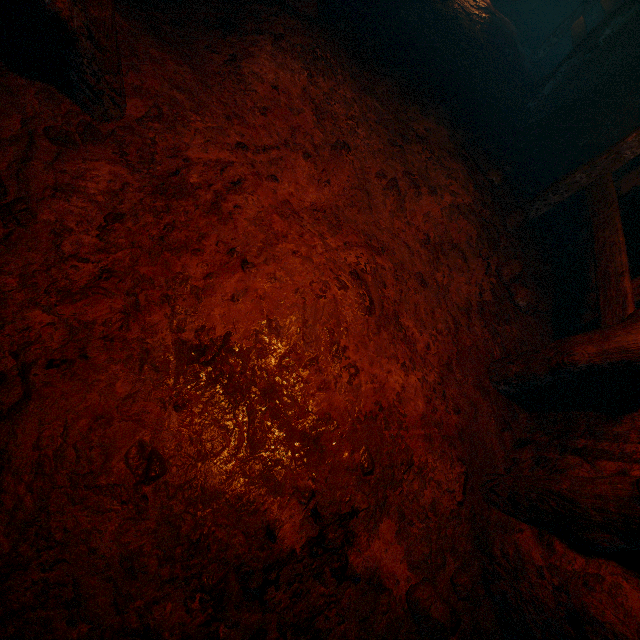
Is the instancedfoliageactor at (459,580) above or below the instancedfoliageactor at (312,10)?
below

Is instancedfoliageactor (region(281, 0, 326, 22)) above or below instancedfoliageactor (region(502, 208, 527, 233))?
above

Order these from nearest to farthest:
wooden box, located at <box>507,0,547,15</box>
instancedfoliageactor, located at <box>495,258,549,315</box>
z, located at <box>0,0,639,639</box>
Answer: z, located at <box>0,0,639,639</box> → instancedfoliageactor, located at <box>495,258,549,315</box> → wooden box, located at <box>507,0,547,15</box>

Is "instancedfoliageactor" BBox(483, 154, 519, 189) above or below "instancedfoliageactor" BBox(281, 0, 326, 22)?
below

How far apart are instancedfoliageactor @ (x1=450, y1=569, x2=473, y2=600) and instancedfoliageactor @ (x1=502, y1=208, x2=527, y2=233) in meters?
3.9

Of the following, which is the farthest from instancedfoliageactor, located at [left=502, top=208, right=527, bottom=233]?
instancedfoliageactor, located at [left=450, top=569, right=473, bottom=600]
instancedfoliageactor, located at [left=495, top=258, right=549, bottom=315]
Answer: instancedfoliageactor, located at [left=450, top=569, right=473, bottom=600]

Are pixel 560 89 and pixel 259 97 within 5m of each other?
no

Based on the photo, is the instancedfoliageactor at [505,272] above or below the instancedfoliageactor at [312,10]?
below
